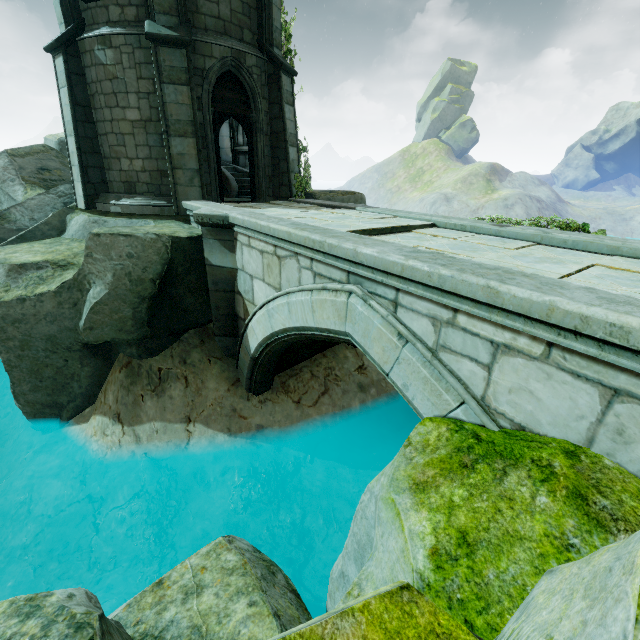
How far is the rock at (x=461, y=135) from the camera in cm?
5803

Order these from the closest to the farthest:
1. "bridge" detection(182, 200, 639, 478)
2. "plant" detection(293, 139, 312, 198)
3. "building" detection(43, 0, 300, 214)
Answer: "bridge" detection(182, 200, 639, 478)
"building" detection(43, 0, 300, 214)
"plant" detection(293, 139, 312, 198)

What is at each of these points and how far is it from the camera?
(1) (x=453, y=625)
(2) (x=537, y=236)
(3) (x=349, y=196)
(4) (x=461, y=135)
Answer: (1) rock, 1.29m
(2) bridge, 5.34m
(3) rock, 11.28m
(4) rock, 58.06m

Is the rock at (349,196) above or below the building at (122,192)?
below

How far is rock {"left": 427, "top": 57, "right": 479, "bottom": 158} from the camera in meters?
58.0 m

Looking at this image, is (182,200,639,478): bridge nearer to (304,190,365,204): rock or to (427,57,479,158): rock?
(304,190,365,204): rock

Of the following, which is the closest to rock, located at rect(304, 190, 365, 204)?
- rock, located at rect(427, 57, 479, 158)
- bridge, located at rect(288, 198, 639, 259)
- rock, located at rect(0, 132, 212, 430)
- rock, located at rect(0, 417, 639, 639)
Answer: bridge, located at rect(288, 198, 639, 259)

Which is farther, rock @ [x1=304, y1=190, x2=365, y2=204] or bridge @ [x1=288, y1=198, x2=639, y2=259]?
rock @ [x1=304, y1=190, x2=365, y2=204]
